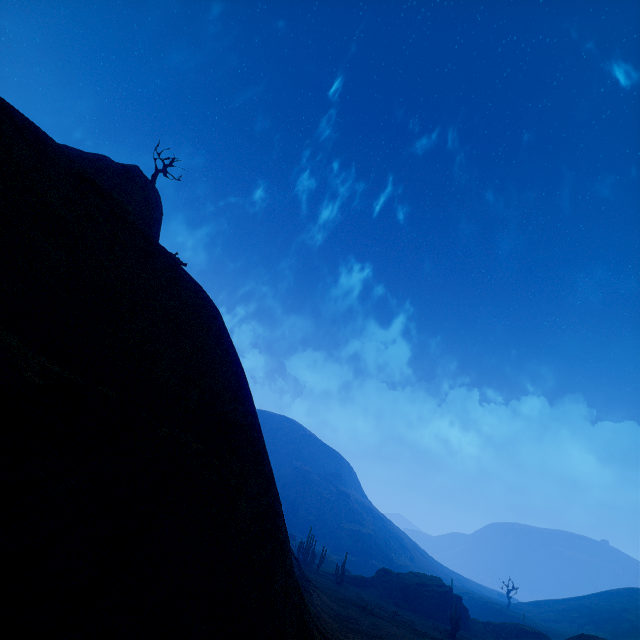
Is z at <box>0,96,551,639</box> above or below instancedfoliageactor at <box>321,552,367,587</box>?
above

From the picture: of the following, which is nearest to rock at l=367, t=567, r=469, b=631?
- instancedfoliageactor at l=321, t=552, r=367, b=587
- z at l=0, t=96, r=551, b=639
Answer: instancedfoliageactor at l=321, t=552, r=367, b=587

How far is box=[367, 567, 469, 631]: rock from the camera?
46.53m

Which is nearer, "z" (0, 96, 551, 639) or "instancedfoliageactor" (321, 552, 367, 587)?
"z" (0, 96, 551, 639)

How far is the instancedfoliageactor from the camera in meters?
44.9 m

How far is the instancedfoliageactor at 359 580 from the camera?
44.9m

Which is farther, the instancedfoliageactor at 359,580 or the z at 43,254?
the instancedfoliageactor at 359,580

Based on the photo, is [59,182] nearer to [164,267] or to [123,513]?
[164,267]
